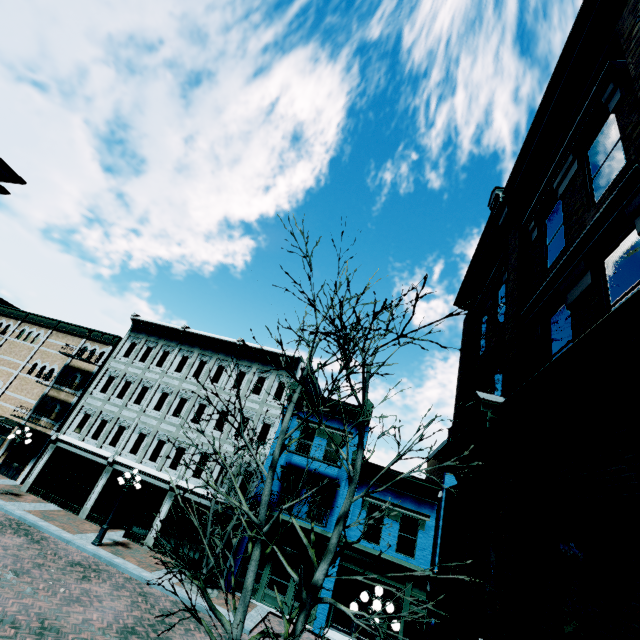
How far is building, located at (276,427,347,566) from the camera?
17.2m

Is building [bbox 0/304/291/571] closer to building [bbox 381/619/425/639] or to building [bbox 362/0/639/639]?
building [bbox 381/619/425/639]

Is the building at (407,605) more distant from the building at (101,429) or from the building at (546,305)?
the building at (546,305)

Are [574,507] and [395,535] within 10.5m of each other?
no

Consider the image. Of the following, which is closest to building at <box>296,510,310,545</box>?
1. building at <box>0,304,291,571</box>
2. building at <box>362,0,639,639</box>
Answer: building at <box>0,304,291,571</box>

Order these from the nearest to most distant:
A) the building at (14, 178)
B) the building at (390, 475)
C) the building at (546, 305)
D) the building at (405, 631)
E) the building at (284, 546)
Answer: the building at (546, 305) → the building at (14, 178) → the building at (405, 631) → the building at (284, 546) → the building at (390, 475)

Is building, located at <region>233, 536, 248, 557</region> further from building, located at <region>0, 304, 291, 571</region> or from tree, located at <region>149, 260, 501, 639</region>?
tree, located at <region>149, 260, 501, 639</region>

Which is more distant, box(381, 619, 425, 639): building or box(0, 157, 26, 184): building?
box(381, 619, 425, 639): building
